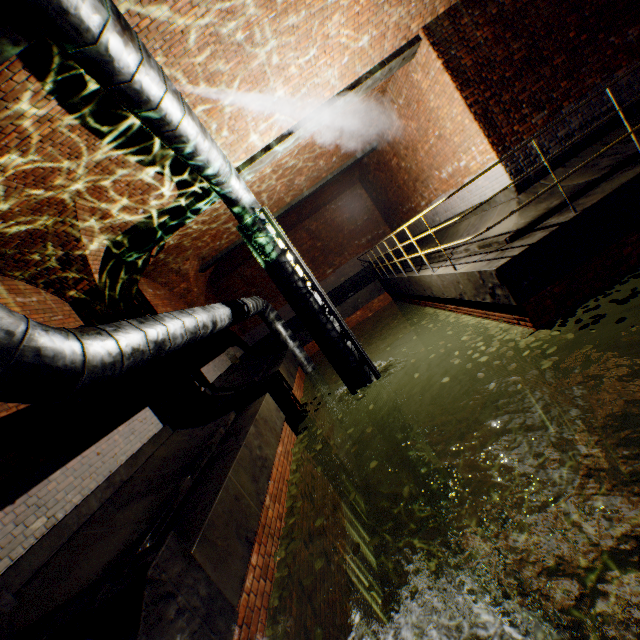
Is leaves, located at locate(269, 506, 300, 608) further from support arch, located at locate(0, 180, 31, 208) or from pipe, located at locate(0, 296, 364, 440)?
support arch, located at locate(0, 180, 31, 208)

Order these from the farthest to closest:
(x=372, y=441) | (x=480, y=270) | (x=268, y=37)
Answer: (x=372, y=441) < (x=480, y=270) < (x=268, y=37)

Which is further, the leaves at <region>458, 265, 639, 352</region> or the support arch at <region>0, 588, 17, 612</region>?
the leaves at <region>458, 265, 639, 352</region>

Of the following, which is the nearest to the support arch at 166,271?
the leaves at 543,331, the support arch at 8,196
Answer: the support arch at 8,196

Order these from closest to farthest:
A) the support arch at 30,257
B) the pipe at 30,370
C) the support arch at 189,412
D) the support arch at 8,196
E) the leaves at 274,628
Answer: the pipe at 30,370, the leaves at 274,628, the support arch at 8,196, the support arch at 30,257, the support arch at 189,412

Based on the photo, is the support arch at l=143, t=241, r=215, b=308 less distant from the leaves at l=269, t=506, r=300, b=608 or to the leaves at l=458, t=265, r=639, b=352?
the leaves at l=269, t=506, r=300, b=608

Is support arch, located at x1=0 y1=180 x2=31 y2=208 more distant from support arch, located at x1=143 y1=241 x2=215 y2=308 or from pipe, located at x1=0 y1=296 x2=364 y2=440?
support arch, located at x1=143 y1=241 x2=215 y2=308
